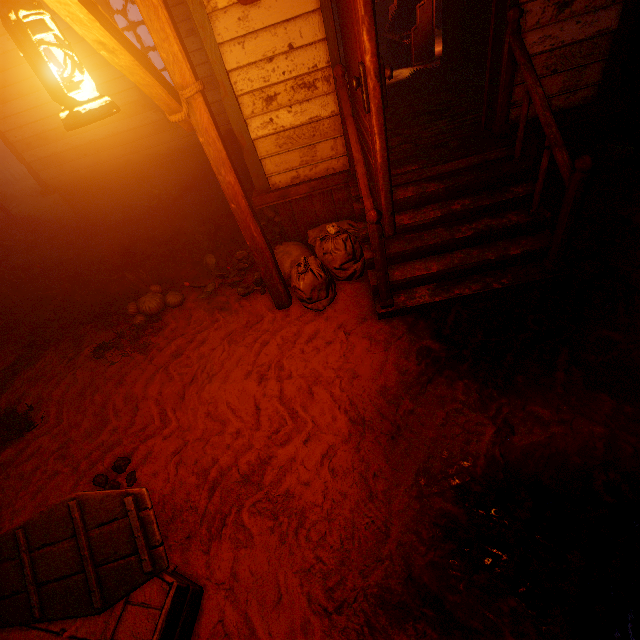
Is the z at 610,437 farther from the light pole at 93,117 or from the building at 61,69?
the light pole at 93,117

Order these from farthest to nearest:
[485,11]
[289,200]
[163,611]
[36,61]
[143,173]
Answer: [143,173], [485,11], [289,200], [163,611], [36,61]

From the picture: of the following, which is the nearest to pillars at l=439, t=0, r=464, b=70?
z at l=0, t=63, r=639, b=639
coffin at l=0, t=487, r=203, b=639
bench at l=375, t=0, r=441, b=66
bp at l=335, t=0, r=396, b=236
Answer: bench at l=375, t=0, r=441, b=66

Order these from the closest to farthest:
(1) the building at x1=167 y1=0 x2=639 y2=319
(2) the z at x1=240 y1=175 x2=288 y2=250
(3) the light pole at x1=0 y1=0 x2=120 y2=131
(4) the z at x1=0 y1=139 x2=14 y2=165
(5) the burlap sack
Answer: (3) the light pole at x1=0 y1=0 x2=120 y2=131 → (1) the building at x1=167 y1=0 x2=639 y2=319 → (5) the burlap sack → (2) the z at x1=240 y1=175 x2=288 y2=250 → (4) the z at x1=0 y1=139 x2=14 y2=165

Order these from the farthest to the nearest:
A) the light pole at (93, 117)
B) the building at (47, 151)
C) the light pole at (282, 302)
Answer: the building at (47, 151) < the light pole at (282, 302) < the light pole at (93, 117)

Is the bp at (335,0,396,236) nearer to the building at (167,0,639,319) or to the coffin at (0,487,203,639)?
the building at (167,0,639,319)

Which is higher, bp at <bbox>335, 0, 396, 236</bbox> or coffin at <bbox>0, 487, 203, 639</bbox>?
bp at <bbox>335, 0, 396, 236</bbox>

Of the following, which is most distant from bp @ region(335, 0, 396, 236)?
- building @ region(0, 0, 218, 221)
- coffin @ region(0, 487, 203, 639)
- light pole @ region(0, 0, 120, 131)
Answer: coffin @ region(0, 487, 203, 639)
